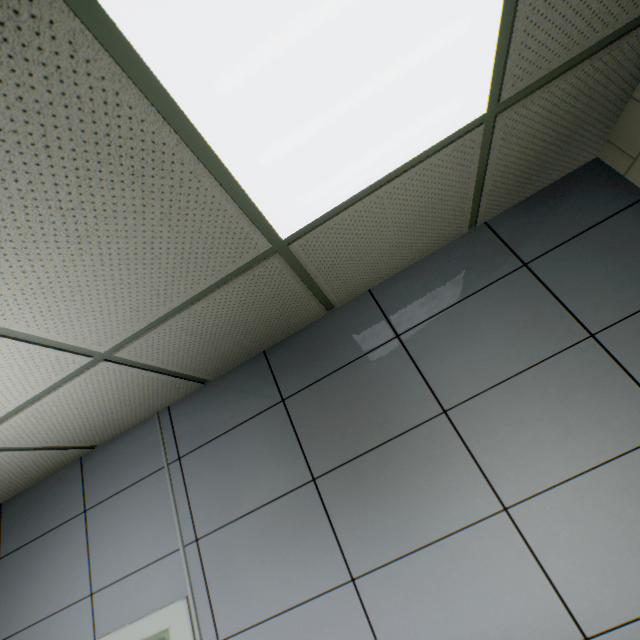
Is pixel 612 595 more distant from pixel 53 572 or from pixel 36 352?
pixel 53 572
